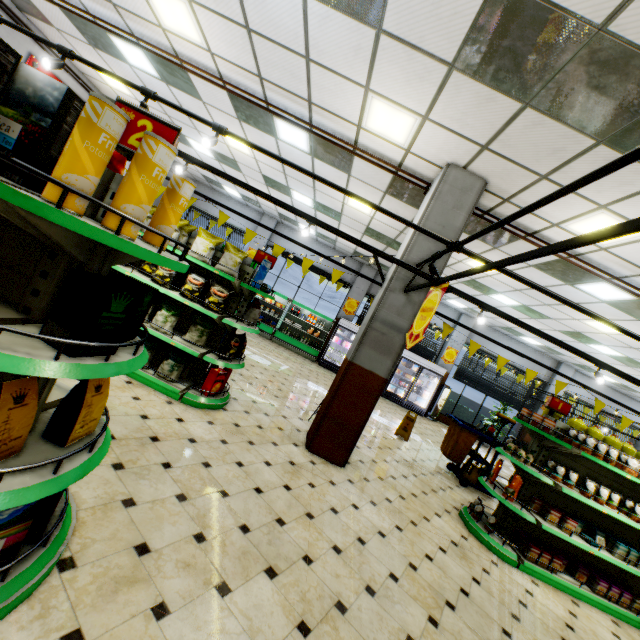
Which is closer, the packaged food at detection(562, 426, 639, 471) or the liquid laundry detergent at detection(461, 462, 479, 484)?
the packaged food at detection(562, 426, 639, 471)

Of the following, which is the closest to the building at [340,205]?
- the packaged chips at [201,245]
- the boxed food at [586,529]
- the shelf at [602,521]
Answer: the shelf at [602,521]

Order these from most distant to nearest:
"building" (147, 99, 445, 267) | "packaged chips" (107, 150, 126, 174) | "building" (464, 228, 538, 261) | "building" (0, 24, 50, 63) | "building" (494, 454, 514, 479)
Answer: "building" (494, 454, 514, 479)
"building" (0, 24, 50, 63)
"building" (464, 228, 538, 261)
"building" (147, 99, 445, 267)
"packaged chips" (107, 150, 126, 174)

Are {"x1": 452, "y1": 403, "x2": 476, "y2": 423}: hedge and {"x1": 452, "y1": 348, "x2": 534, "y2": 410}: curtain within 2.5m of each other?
yes

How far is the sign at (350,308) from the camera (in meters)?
14.71

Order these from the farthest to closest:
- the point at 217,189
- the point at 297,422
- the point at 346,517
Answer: the point at 217,189
the point at 297,422
the point at 346,517

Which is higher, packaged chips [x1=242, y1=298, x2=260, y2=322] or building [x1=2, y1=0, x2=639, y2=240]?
building [x1=2, y1=0, x2=639, y2=240]

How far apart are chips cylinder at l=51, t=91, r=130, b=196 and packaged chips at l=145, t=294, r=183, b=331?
3.4m
